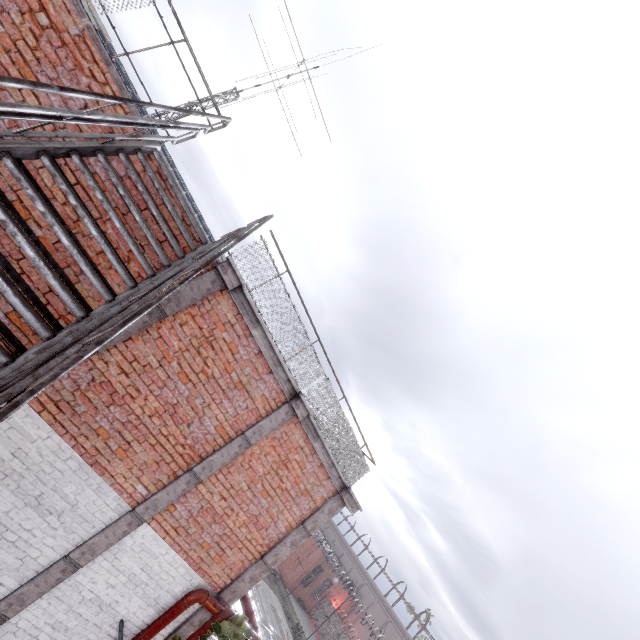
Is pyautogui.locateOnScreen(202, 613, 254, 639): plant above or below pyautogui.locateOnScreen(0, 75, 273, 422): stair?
below

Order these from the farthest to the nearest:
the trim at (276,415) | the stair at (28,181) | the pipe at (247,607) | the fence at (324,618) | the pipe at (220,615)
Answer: the fence at (324,618), the pipe at (247,607), the pipe at (220,615), the trim at (276,415), the stair at (28,181)

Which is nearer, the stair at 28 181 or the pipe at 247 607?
the stair at 28 181

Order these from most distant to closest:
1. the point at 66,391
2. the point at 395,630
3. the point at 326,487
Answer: the point at 395,630 → the point at 326,487 → the point at 66,391

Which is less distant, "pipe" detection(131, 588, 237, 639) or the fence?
"pipe" detection(131, 588, 237, 639)

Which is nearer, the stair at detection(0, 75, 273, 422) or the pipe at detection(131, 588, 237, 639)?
the stair at detection(0, 75, 273, 422)

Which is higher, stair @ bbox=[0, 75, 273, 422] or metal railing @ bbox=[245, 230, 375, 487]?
metal railing @ bbox=[245, 230, 375, 487]

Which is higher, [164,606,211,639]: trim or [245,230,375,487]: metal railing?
[245,230,375,487]: metal railing
